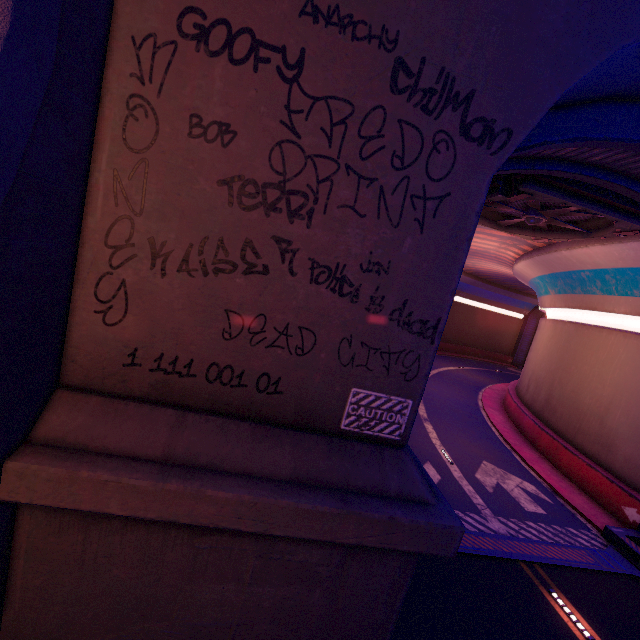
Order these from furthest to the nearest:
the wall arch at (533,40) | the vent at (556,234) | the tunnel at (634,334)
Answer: the tunnel at (634,334)
the vent at (556,234)
the wall arch at (533,40)

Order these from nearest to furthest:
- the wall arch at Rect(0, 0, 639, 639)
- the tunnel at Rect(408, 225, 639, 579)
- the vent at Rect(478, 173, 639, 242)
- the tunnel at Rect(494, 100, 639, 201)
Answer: the wall arch at Rect(0, 0, 639, 639), the tunnel at Rect(494, 100, 639, 201), the vent at Rect(478, 173, 639, 242), the tunnel at Rect(408, 225, 639, 579)

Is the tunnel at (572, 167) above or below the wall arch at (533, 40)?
above

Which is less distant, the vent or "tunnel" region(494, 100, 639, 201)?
"tunnel" region(494, 100, 639, 201)

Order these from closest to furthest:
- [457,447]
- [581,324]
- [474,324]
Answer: [457,447], [581,324], [474,324]

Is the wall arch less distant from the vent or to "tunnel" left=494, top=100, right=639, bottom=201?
"tunnel" left=494, top=100, right=639, bottom=201
